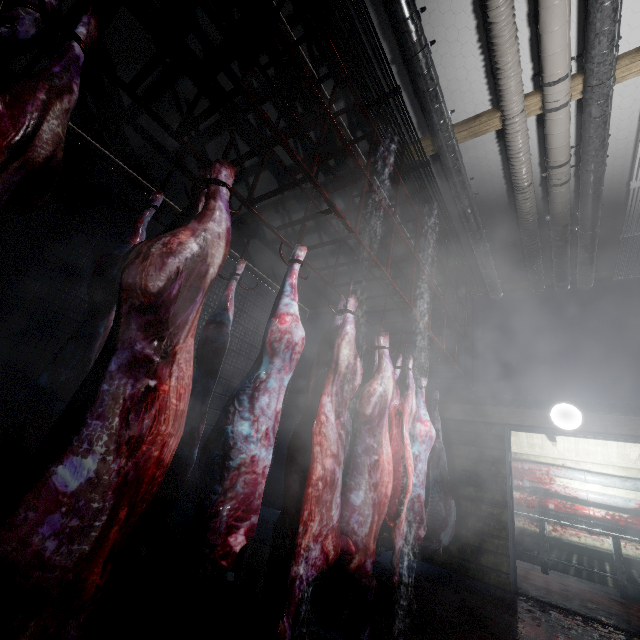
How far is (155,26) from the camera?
3.0m

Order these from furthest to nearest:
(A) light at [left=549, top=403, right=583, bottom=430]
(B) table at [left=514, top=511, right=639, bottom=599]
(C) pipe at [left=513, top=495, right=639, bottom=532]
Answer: (C) pipe at [left=513, top=495, right=639, bottom=532], (B) table at [left=514, top=511, right=639, bottom=599], (A) light at [left=549, top=403, right=583, bottom=430]

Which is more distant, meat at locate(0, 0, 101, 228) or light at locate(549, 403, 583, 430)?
light at locate(549, 403, 583, 430)

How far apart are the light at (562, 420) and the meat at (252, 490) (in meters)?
3.86

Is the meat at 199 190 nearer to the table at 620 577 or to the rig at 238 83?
the rig at 238 83

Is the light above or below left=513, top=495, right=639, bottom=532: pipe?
above

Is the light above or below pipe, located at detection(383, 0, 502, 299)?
below

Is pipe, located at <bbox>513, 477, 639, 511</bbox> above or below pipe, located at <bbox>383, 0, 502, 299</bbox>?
below
